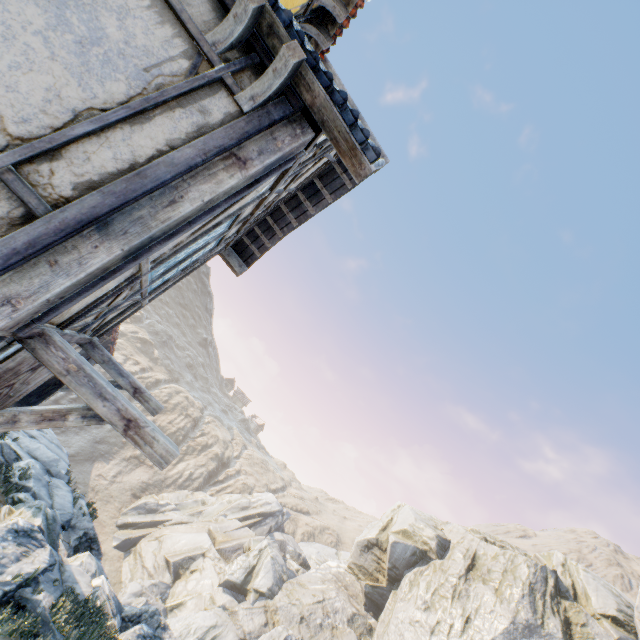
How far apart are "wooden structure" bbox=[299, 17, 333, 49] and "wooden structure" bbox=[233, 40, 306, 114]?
3.3m

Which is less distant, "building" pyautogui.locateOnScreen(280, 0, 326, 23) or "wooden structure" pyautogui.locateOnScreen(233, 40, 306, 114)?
"wooden structure" pyautogui.locateOnScreen(233, 40, 306, 114)

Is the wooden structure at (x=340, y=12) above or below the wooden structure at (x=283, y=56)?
above

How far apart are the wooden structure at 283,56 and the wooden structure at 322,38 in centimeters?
334cm

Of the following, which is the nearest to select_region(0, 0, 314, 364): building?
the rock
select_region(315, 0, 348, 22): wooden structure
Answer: select_region(315, 0, 348, 22): wooden structure

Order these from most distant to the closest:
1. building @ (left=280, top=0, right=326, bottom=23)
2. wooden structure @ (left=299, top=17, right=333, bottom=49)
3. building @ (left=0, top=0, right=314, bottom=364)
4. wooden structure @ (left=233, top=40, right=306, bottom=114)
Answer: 1. wooden structure @ (left=299, top=17, right=333, bottom=49)
2. building @ (left=280, top=0, right=326, bottom=23)
3. wooden structure @ (left=233, top=40, right=306, bottom=114)
4. building @ (left=0, top=0, right=314, bottom=364)

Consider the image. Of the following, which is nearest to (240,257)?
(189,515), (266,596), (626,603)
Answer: (266,596)
